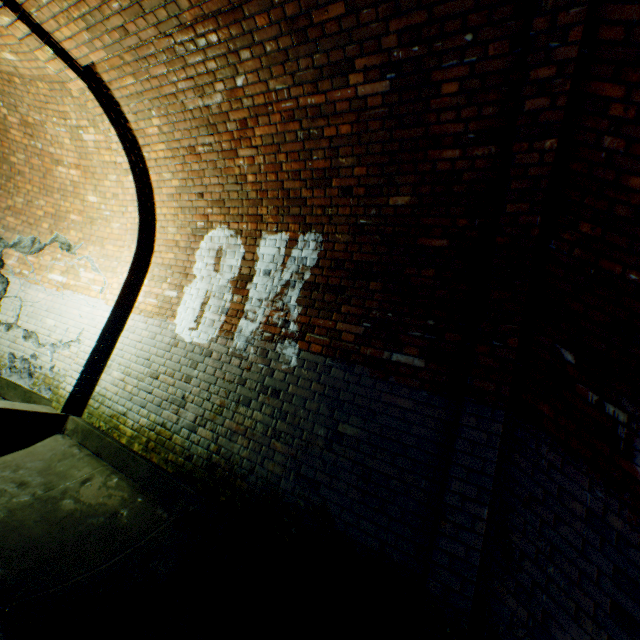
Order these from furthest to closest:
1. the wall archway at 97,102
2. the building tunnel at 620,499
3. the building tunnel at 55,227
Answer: the building tunnel at 55,227
the wall archway at 97,102
the building tunnel at 620,499

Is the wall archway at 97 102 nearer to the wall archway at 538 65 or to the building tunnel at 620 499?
the building tunnel at 620 499

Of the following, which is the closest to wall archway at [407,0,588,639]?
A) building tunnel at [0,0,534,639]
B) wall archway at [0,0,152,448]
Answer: building tunnel at [0,0,534,639]

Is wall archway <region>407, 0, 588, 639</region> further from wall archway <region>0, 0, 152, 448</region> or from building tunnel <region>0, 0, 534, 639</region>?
wall archway <region>0, 0, 152, 448</region>

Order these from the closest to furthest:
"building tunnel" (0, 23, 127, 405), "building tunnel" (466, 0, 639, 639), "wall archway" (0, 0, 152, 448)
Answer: "building tunnel" (466, 0, 639, 639) → "wall archway" (0, 0, 152, 448) → "building tunnel" (0, 23, 127, 405)

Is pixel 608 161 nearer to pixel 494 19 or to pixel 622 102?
pixel 622 102
